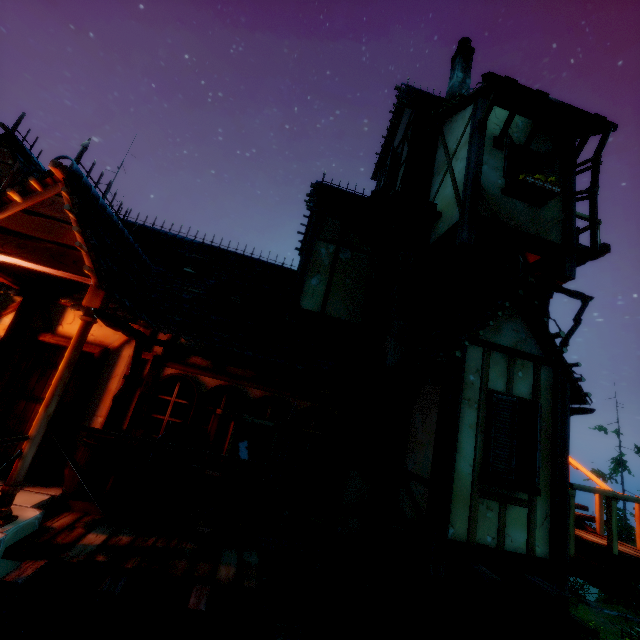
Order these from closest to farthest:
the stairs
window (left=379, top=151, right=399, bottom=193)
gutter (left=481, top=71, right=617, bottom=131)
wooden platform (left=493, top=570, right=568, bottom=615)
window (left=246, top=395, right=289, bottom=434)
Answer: wooden platform (left=493, top=570, right=568, bottom=615)
window (left=246, top=395, right=289, bottom=434)
gutter (left=481, top=71, right=617, bottom=131)
the stairs
window (left=379, top=151, right=399, bottom=193)

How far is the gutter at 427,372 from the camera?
4.88m

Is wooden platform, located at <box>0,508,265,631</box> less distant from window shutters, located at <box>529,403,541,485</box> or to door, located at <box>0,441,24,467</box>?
door, located at <box>0,441,24,467</box>

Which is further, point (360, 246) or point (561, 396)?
point (360, 246)

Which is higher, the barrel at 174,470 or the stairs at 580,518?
the stairs at 580,518

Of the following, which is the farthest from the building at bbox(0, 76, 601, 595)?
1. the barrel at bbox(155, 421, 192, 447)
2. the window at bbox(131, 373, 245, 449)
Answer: the barrel at bbox(155, 421, 192, 447)

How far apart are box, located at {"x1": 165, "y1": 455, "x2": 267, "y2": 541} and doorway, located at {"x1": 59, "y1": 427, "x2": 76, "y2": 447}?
2.0m

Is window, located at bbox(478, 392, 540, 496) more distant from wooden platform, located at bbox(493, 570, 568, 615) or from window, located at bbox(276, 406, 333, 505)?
window, located at bbox(276, 406, 333, 505)
